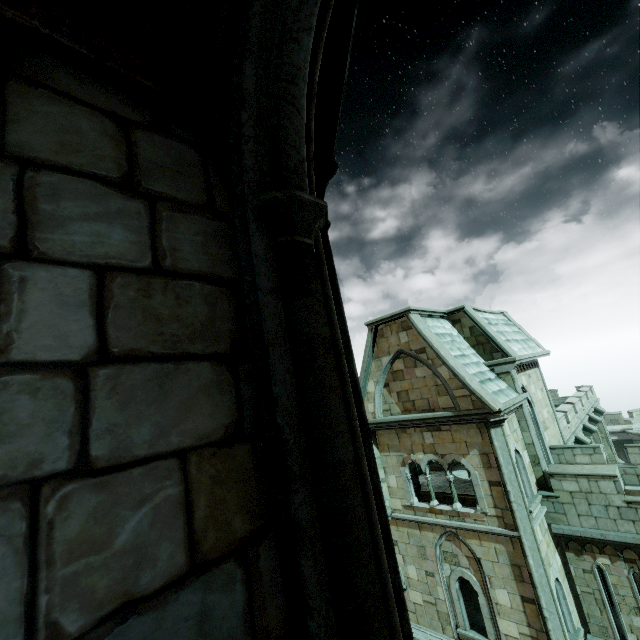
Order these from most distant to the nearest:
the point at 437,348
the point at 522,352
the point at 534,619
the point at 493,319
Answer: the point at 493,319 < the point at 522,352 < the point at 437,348 < the point at 534,619

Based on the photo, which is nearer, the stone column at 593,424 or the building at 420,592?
the building at 420,592

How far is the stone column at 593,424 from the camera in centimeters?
1858cm

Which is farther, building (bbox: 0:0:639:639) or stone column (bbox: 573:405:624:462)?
stone column (bbox: 573:405:624:462)

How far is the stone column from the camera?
18.58m
